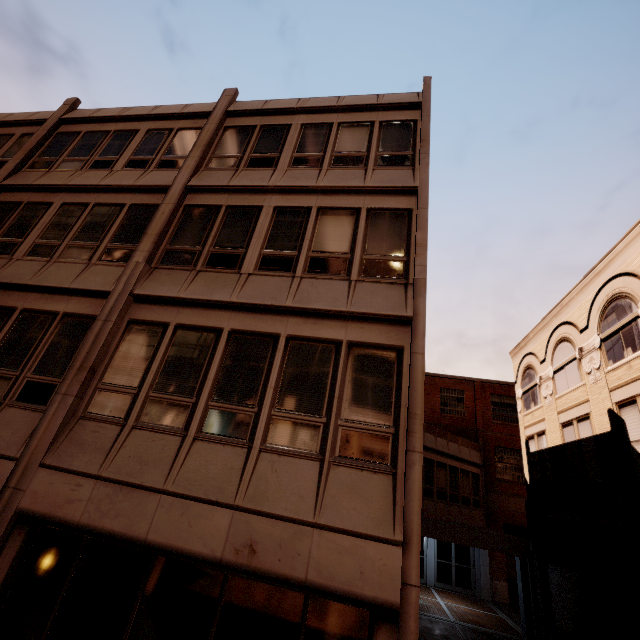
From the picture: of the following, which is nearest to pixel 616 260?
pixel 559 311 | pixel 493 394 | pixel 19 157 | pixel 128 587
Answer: pixel 559 311
